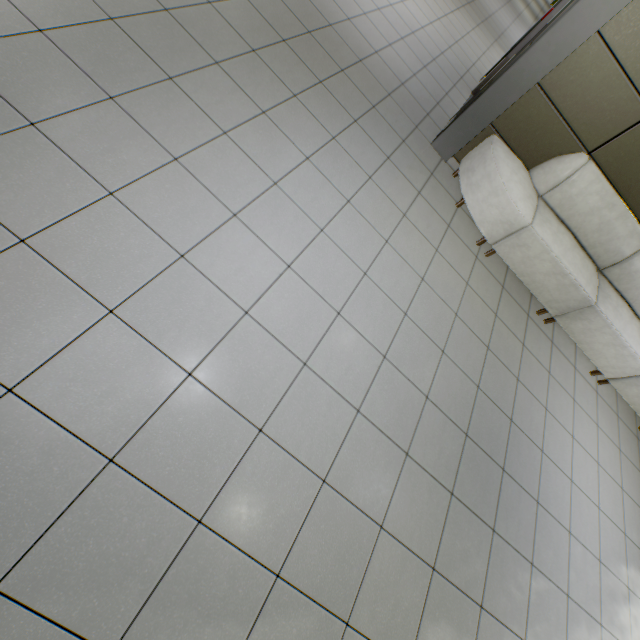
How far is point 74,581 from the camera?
1.3m
